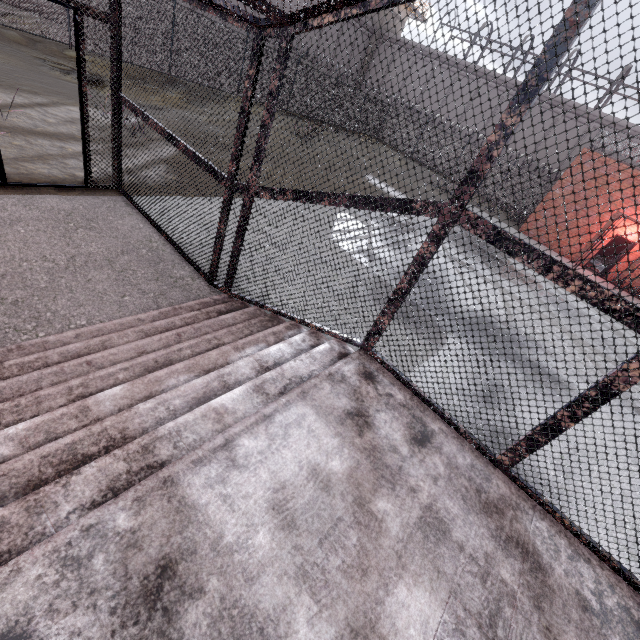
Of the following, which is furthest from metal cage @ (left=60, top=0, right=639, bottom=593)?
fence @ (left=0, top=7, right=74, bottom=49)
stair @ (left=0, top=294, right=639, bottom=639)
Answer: fence @ (left=0, top=7, right=74, bottom=49)

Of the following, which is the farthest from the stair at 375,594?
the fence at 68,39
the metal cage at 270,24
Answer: the fence at 68,39

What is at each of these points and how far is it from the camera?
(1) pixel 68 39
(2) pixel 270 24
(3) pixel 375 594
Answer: (1) fence, 12.49m
(2) metal cage, 2.86m
(3) stair, 1.68m

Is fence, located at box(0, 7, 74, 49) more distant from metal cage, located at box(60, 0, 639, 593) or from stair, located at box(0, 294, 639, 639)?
stair, located at box(0, 294, 639, 639)

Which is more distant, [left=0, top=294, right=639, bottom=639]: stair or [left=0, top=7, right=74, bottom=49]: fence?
[left=0, top=7, right=74, bottom=49]: fence

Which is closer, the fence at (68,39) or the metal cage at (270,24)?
the metal cage at (270,24)
